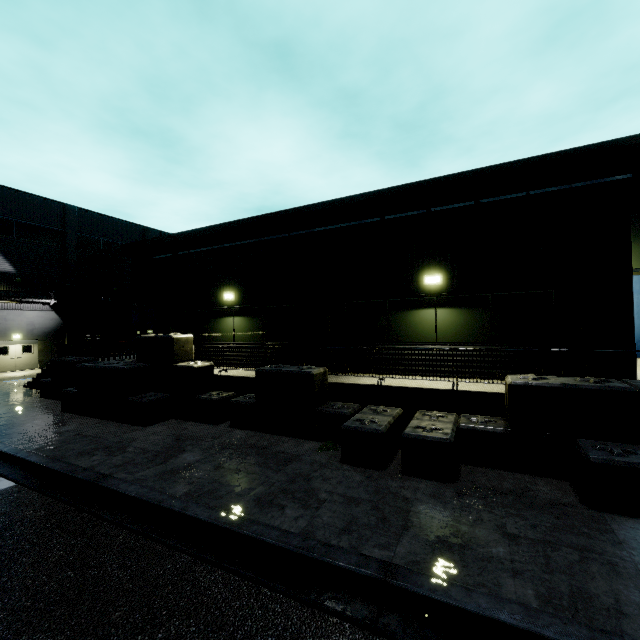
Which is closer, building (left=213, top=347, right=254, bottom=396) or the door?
building (left=213, top=347, right=254, bottom=396)

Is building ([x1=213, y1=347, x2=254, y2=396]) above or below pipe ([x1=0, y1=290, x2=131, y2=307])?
below

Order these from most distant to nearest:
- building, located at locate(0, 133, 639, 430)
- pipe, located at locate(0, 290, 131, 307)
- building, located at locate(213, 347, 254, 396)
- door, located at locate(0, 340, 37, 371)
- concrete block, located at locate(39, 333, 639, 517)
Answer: door, located at locate(0, 340, 37, 371)
pipe, located at locate(0, 290, 131, 307)
building, located at locate(213, 347, 254, 396)
building, located at locate(0, 133, 639, 430)
concrete block, located at locate(39, 333, 639, 517)

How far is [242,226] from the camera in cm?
2234

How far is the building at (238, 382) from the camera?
10.8 meters

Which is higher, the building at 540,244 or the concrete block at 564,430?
the building at 540,244

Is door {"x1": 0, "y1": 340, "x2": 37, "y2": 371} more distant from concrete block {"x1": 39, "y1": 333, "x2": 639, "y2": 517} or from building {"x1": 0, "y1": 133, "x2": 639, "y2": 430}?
concrete block {"x1": 39, "y1": 333, "x2": 639, "y2": 517}
